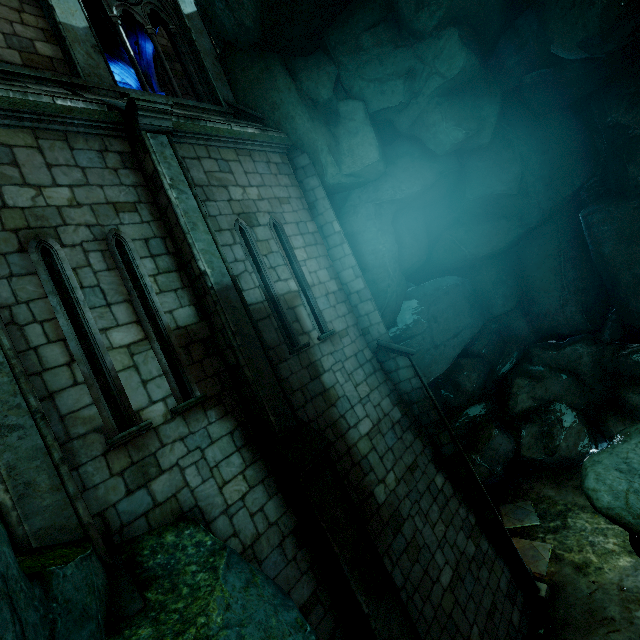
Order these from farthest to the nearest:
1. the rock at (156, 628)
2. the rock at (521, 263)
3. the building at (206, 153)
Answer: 1. the rock at (521, 263)
2. the building at (206, 153)
3. the rock at (156, 628)

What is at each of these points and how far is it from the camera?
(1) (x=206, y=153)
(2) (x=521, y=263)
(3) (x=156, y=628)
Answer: (1) building, 6.9m
(2) rock, 13.2m
(3) rock, 3.1m

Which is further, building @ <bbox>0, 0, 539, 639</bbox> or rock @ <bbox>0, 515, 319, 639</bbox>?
building @ <bbox>0, 0, 539, 639</bbox>

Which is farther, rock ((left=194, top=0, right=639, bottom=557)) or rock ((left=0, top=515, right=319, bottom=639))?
rock ((left=194, top=0, right=639, bottom=557))

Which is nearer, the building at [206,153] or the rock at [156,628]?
the rock at [156,628]

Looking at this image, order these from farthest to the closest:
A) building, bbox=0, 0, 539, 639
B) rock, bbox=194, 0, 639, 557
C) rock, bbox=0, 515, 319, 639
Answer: rock, bbox=194, 0, 639, 557
building, bbox=0, 0, 539, 639
rock, bbox=0, 515, 319, 639
